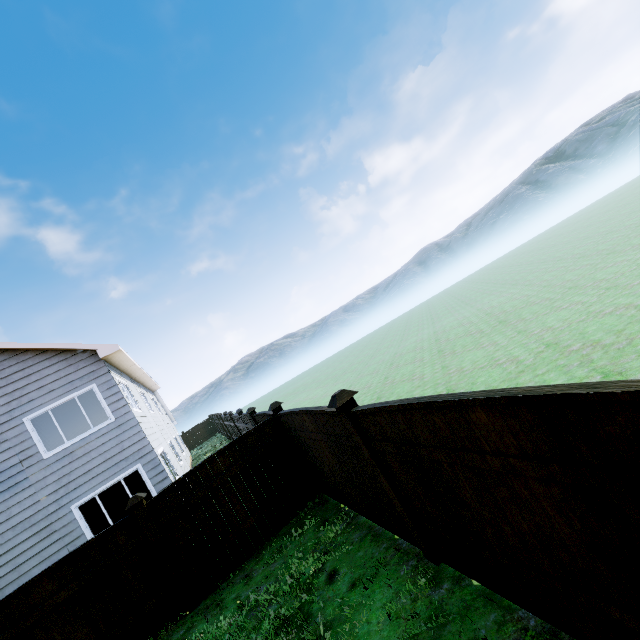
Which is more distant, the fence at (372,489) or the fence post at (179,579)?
the fence post at (179,579)

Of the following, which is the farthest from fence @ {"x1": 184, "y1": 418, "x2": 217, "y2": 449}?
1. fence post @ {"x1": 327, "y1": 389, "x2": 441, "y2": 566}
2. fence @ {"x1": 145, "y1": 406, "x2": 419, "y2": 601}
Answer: fence post @ {"x1": 327, "y1": 389, "x2": 441, "y2": 566}

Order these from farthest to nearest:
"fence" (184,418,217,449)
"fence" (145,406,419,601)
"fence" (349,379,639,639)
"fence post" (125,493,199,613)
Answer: "fence" (184,418,217,449) → "fence post" (125,493,199,613) → "fence" (145,406,419,601) → "fence" (349,379,639,639)

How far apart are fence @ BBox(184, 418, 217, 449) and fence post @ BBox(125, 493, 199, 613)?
30.5 meters

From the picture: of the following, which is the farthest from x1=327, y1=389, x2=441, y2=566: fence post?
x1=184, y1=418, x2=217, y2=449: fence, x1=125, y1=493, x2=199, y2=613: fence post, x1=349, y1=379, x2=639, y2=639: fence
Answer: x1=184, y1=418, x2=217, y2=449: fence

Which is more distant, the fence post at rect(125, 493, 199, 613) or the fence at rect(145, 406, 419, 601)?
the fence post at rect(125, 493, 199, 613)

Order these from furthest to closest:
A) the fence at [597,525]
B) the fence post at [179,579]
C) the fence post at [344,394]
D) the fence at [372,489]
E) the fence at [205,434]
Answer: the fence at [205,434] → the fence post at [179,579] → the fence at [372,489] → the fence post at [344,394] → the fence at [597,525]

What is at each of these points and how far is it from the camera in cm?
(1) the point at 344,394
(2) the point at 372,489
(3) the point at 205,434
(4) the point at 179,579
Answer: (1) fence post, 382
(2) fence, 442
(3) fence, 3400
(4) fence post, 571
